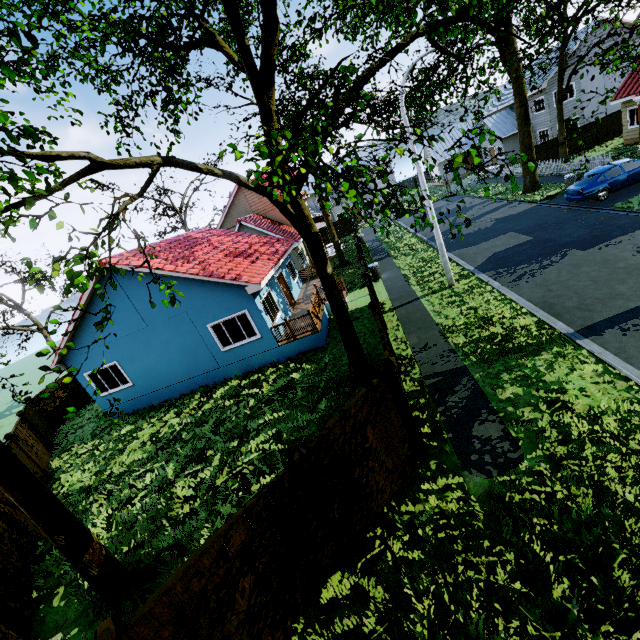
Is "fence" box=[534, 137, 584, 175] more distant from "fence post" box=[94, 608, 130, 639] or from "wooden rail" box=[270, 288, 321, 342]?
"wooden rail" box=[270, 288, 321, 342]

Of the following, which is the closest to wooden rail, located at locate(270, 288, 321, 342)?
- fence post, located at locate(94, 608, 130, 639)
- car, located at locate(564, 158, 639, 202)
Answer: fence post, located at locate(94, 608, 130, 639)

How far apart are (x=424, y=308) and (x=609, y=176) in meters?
13.5 m

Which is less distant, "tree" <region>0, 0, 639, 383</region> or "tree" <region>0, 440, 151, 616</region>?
"tree" <region>0, 0, 639, 383</region>

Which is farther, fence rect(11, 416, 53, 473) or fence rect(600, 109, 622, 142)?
fence rect(600, 109, 622, 142)

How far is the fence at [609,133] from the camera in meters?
27.3 m

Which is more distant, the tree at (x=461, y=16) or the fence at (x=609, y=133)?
the fence at (x=609, y=133)

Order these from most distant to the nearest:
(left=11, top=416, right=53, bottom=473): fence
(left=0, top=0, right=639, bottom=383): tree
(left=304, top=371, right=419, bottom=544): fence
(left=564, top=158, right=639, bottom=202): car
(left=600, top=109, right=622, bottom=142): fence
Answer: (left=600, top=109, right=622, bottom=142): fence
(left=564, top=158, right=639, bottom=202): car
(left=11, top=416, right=53, bottom=473): fence
(left=304, top=371, right=419, bottom=544): fence
(left=0, top=0, right=639, bottom=383): tree
